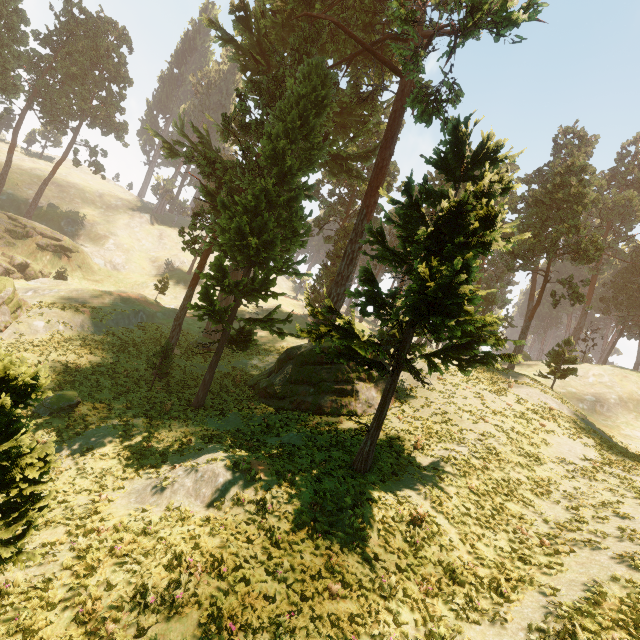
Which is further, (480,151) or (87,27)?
(87,27)

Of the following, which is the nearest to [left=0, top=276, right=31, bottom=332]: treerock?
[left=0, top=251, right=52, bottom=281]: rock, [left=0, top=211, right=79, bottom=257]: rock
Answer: [left=0, top=211, right=79, bottom=257]: rock

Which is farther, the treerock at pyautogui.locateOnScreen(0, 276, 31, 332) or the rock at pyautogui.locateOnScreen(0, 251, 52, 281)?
the rock at pyautogui.locateOnScreen(0, 251, 52, 281)

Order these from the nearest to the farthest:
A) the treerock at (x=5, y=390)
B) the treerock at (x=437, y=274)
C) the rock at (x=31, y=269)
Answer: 1. the treerock at (x=5, y=390)
2. the treerock at (x=437, y=274)
3. the rock at (x=31, y=269)

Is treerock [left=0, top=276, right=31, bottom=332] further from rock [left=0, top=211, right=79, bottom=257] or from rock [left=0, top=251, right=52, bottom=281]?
rock [left=0, top=251, right=52, bottom=281]

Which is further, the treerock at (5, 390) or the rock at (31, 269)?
the rock at (31, 269)
